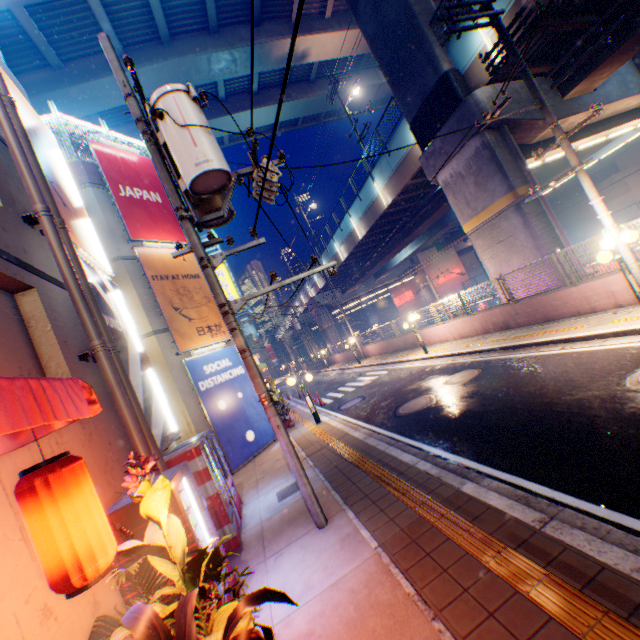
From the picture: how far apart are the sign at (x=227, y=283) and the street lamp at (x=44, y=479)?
12.85m

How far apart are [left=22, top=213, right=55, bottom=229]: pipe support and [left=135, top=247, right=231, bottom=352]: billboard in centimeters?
628cm

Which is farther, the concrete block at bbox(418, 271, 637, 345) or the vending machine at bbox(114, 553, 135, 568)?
the concrete block at bbox(418, 271, 637, 345)

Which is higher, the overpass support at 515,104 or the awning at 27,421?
the overpass support at 515,104

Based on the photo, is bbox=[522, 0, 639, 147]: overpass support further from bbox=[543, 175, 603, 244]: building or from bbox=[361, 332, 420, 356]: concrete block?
bbox=[543, 175, 603, 244]: building

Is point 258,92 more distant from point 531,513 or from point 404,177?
point 531,513

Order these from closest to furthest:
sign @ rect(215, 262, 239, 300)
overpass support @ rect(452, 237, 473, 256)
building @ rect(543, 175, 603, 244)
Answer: sign @ rect(215, 262, 239, 300) < building @ rect(543, 175, 603, 244) < overpass support @ rect(452, 237, 473, 256)

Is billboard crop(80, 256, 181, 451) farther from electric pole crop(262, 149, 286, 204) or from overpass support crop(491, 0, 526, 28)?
overpass support crop(491, 0, 526, 28)
